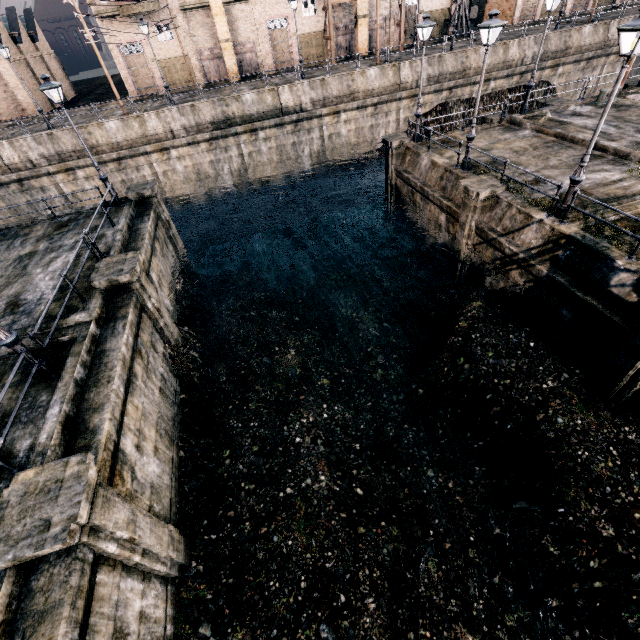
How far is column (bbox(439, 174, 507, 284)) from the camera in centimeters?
1409cm

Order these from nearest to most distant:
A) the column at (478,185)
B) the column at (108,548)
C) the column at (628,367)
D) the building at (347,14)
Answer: the column at (108,548) → the column at (628,367) → the column at (478,185) → the building at (347,14)

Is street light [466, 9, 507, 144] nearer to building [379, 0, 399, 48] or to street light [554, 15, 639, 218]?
street light [554, 15, 639, 218]

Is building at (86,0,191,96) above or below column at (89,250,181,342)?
above

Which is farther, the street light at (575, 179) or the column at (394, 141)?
the column at (394, 141)

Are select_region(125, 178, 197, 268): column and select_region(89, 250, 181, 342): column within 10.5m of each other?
yes

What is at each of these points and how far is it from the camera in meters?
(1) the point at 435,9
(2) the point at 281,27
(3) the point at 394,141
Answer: (1) building, 37.4 m
(2) building, 34.8 m
(3) column, 19.9 m

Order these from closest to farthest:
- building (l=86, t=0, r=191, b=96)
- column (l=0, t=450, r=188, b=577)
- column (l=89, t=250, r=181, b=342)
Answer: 1. column (l=0, t=450, r=188, b=577)
2. column (l=89, t=250, r=181, b=342)
3. building (l=86, t=0, r=191, b=96)
